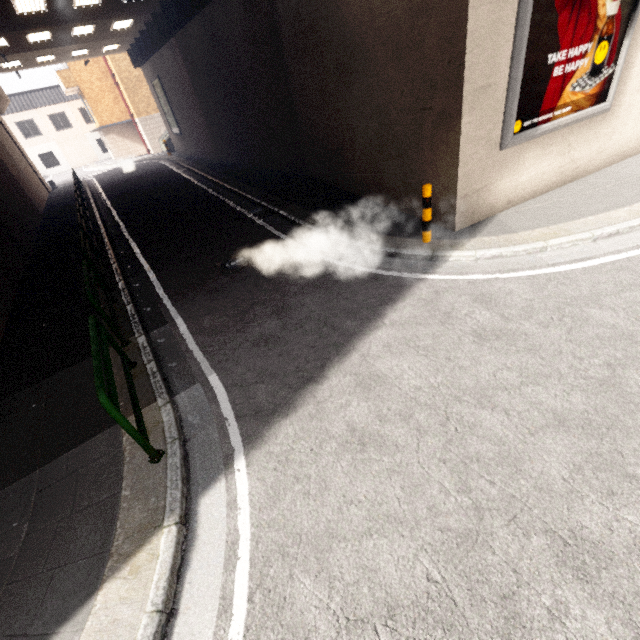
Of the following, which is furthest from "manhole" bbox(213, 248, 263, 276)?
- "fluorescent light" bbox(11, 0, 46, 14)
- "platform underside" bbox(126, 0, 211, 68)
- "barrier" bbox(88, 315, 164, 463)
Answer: "fluorescent light" bbox(11, 0, 46, 14)

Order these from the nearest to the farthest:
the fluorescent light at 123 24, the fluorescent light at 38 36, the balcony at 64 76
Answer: the fluorescent light at 38 36 → the fluorescent light at 123 24 → the balcony at 64 76

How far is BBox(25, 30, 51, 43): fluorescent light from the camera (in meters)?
14.62

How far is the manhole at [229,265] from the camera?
7.4m

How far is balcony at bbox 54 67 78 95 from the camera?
26.6m

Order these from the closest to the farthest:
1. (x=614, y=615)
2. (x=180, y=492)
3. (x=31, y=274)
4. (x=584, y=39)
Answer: (x=614, y=615), (x=180, y=492), (x=584, y=39), (x=31, y=274)

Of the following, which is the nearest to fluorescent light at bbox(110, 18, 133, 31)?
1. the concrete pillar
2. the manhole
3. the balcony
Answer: the concrete pillar

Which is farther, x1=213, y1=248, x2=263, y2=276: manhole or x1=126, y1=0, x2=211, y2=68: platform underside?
x1=126, y1=0, x2=211, y2=68: platform underside
